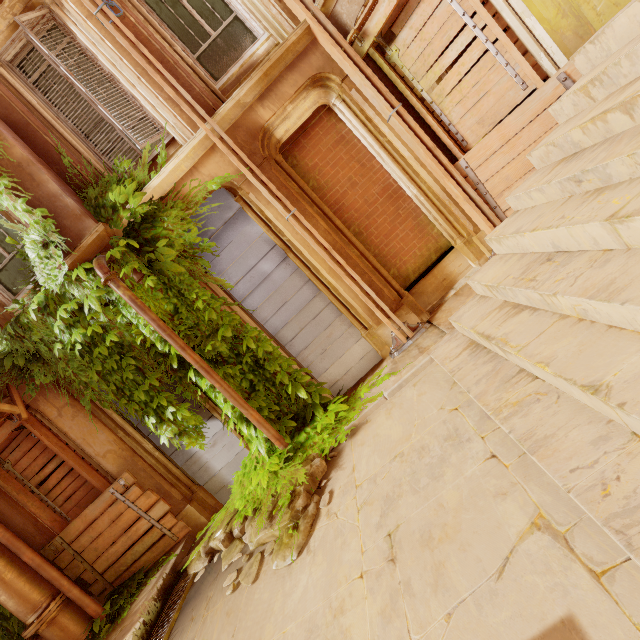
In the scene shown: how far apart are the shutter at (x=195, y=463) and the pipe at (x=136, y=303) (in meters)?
1.11

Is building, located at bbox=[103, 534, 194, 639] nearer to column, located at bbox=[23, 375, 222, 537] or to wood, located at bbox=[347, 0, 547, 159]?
column, located at bbox=[23, 375, 222, 537]

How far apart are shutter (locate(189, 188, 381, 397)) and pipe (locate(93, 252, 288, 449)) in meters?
1.1 m

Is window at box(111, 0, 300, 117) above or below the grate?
above

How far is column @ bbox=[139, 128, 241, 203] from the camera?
4.9 meters

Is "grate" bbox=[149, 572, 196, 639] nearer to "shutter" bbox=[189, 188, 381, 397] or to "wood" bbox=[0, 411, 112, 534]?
"wood" bbox=[0, 411, 112, 534]

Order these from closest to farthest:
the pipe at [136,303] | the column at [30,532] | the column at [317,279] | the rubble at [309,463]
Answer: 1. the rubble at [309,463]
2. the pipe at [136,303]
3. the column at [317,279]
4. the column at [30,532]

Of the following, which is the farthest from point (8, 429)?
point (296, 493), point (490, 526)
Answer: point (490, 526)
